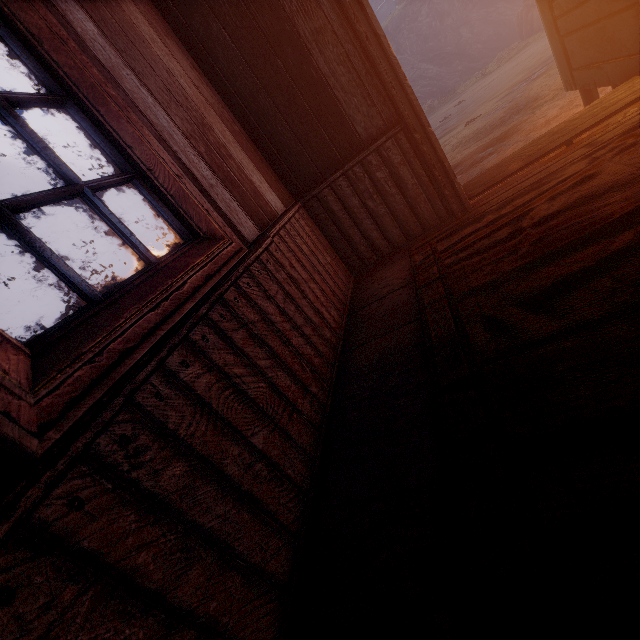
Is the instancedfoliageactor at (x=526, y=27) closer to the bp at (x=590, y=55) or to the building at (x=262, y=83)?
the building at (x=262, y=83)

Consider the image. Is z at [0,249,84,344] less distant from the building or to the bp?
the building

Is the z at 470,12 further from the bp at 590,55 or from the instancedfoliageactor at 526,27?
the bp at 590,55

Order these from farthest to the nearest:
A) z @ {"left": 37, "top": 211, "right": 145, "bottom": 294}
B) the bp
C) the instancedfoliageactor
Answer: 1. z @ {"left": 37, "top": 211, "right": 145, "bottom": 294}
2. the instancedfoliageactor
3. the bp

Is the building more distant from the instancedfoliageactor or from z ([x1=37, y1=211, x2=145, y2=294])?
the instancedfoliageactor

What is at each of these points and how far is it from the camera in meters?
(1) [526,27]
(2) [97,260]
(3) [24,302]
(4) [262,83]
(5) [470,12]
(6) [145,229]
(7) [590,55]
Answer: (1) instancedfoliageactor, 19.8
(2) z, 27.1
(3) z, 28.5
(4) building, 2.4
(5) z, 26.0
(6) z, 28.4
(7) bp, 2.8

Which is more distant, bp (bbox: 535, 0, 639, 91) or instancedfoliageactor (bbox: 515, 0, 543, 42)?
instancedfoliageactor (bbox: 515, 0, 543, 42)

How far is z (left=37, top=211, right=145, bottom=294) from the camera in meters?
26.1
